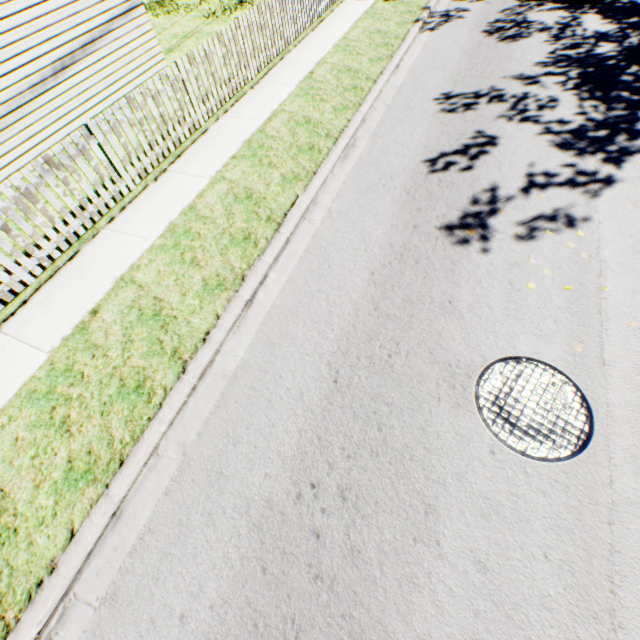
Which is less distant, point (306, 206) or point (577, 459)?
point (577, 459)
